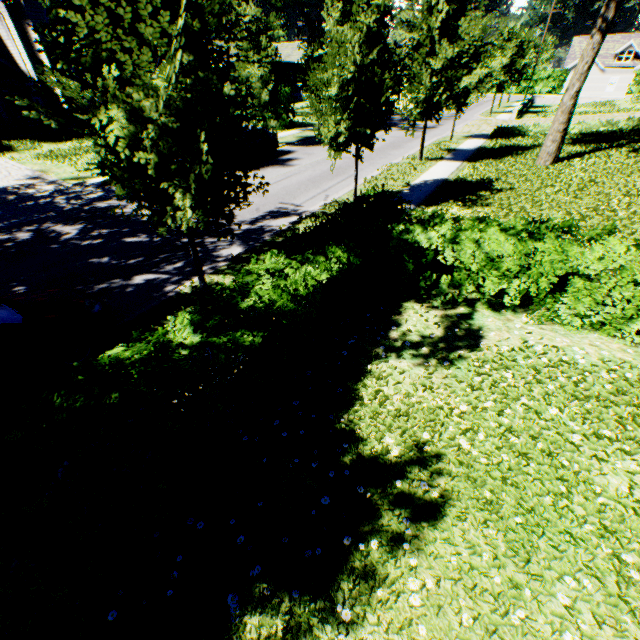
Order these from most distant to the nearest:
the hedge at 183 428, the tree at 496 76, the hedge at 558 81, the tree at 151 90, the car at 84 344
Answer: the hedge at 558 81 → the tree at 496 76 → the car at 84 344 → the tree at 151 90 → the hedge at 183 428

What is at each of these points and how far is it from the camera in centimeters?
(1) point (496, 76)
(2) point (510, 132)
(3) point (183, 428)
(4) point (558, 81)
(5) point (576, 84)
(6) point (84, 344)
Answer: (1) tree, 3102cm
(2) hedge, 2242cm
(3) hedge, 319cm
(4) hedge, 5125cm
(5) tree, 1316cm
(6) car, 584cm

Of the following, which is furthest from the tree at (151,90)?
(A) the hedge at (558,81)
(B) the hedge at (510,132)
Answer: (A) the hedge at (558,81)

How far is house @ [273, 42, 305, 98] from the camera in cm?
4334

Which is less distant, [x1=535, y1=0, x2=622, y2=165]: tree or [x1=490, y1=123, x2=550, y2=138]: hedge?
[x1=535, y1=0, x2=622, y2=165]: tree

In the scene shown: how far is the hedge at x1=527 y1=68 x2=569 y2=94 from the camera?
51.2 meters

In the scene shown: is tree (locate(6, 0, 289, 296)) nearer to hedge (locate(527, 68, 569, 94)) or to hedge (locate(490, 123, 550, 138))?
hedge (locate(490, 123, 550, 138))

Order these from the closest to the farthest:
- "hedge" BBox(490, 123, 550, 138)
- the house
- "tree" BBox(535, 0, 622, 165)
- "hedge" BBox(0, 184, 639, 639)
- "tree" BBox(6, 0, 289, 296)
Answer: "hedge" BBox(0, 184, 639, 639) < "tree" BBox(6, 0, 289, 296) < "tree" BBox(535, 0, 622, 165) < "hedge" BBox(490, 123, 550, 138) < the house
